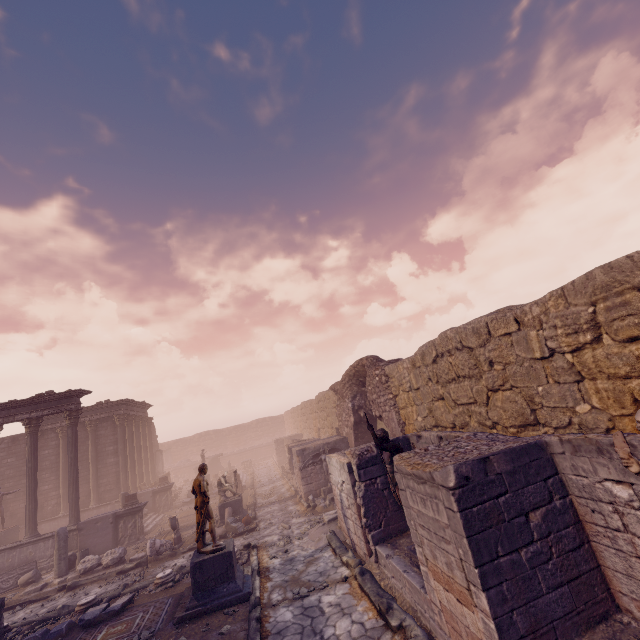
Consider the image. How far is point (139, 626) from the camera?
7.8m

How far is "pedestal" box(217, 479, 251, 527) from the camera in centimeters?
1488cm

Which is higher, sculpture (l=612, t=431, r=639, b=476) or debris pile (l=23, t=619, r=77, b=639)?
sculpture (l=612, t=431, r=639, b=476)

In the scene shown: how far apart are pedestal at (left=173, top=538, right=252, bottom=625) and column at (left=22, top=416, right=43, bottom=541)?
11.2 meters

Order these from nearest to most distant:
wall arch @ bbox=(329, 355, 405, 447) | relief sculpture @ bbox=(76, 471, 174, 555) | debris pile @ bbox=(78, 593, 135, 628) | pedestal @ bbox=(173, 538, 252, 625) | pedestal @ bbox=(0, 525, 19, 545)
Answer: pedestal @ bbox=(173, 538, 252, 625) < debris pile @ bbox=(78, 593, 135, 628) < wall arch @ bbox=(329, 355, 405, 447) < relief sculpture @ bbox=(76, 471, 174, 555) < pedestal @ bbox=(0, 525, 19, 545)

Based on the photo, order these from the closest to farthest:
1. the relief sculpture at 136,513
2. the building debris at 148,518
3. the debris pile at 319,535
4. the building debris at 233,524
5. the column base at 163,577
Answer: the column base at 163,577, the debris pile at 319,535, the building debris at 233,524, the relief sculpture at 136,513, the building debris at 148,518

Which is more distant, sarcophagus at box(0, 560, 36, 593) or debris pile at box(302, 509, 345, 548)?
sarcophagus at box(0, 560, 36, 593)

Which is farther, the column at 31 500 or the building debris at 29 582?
the column at 31 500
